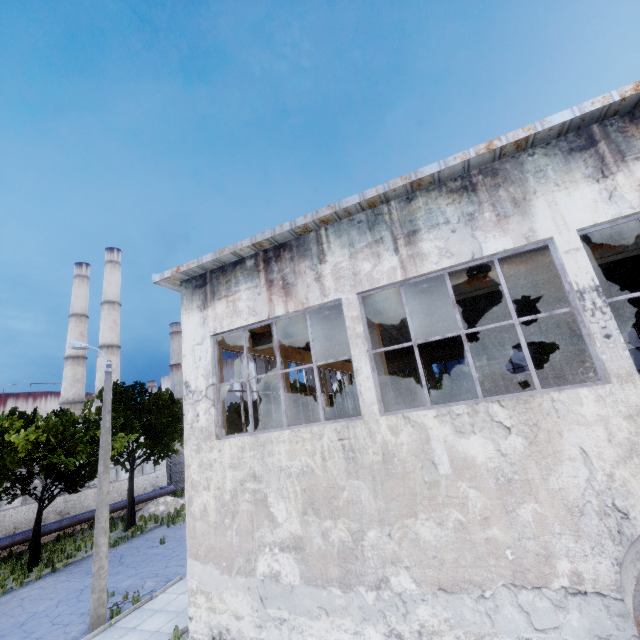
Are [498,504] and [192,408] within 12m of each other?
yes

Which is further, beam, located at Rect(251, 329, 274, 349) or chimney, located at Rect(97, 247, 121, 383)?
chimney, located at Rect(97, 247, 121, 383)

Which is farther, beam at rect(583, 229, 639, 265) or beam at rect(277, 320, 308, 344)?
beam at rect(277, 320, 308, 344)

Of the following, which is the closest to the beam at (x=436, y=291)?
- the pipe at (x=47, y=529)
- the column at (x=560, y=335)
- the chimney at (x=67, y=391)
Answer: the column at (x=560, y=335)

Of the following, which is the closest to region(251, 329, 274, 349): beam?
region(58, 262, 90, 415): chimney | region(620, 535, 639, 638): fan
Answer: region(620, 535, 639, 638): fan

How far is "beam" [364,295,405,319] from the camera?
9.6m

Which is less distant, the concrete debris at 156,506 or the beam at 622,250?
the beam at 622,250

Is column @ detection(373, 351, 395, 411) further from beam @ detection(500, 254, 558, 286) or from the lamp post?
the lamp post
